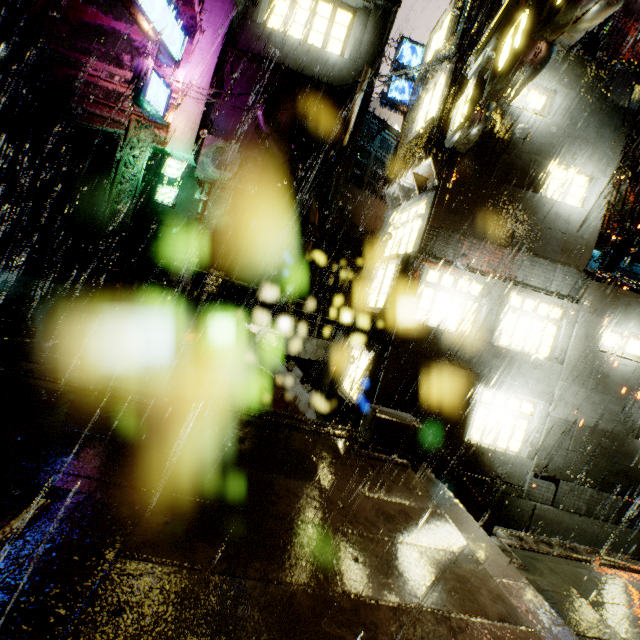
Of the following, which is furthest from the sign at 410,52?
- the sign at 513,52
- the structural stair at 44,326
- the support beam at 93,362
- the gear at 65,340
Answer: the support beam at 93,362

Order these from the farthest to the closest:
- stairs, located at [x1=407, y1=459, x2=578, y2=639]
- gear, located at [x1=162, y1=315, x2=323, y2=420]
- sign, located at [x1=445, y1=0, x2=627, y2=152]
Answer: gear, located at [x1=162, y1=315, x2=323, y2=420] < sign, located at [x1=445, y1=0, x2=627, y2=152] < stairs, located at [x1=407, y1=459, x2=578, y2=639]

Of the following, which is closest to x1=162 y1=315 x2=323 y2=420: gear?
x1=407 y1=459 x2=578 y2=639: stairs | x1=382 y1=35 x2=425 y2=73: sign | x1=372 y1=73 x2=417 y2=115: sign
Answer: x1=407 y1=459 x2=578 y2=639: stairs

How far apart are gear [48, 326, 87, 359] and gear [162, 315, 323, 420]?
0.2 meters

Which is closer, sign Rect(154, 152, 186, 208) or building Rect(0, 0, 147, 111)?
building Rect(0, 0, 147, 111)

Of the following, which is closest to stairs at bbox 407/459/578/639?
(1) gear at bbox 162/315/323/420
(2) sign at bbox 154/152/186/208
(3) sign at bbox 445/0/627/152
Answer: (1) gear at bbox 162/315/323/420

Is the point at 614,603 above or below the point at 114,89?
below

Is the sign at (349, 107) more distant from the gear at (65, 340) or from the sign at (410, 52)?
the gear at (65, 340)
